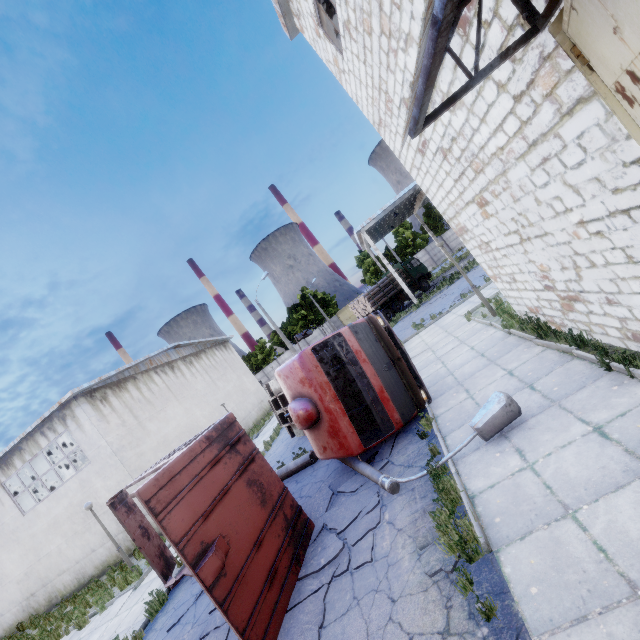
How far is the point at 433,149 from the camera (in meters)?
6.90

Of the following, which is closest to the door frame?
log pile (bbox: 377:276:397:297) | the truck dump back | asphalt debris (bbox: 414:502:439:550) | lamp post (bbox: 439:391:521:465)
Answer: lamp post (bbox: 439:391:521:465)

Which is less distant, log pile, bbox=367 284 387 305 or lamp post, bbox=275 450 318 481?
lamp post, bbox=275 450 318 481

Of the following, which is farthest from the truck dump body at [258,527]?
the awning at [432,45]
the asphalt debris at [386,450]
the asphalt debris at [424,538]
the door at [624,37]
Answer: the door at [624,37]

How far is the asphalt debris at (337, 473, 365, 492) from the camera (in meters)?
7.27

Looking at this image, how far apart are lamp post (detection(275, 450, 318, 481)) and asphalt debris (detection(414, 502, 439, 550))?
5.6m

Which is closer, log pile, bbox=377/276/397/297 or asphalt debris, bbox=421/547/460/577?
asphalt debris, bbox=421/547/460/577

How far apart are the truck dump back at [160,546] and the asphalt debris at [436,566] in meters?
8.2 m
